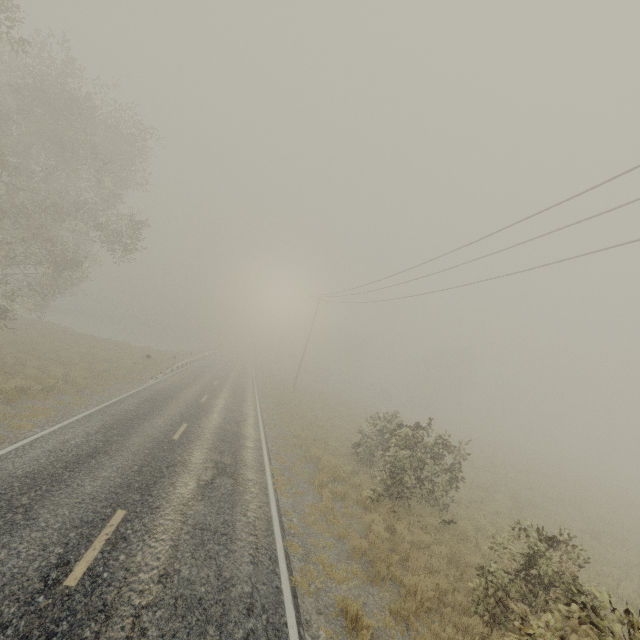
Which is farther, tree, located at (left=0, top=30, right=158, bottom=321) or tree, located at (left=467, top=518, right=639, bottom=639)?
tree, located at (left=0, top=30, right=158, bottom=321)

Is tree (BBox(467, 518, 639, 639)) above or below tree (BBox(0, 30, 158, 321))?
below

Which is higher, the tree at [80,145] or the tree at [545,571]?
the tree at [80,145]

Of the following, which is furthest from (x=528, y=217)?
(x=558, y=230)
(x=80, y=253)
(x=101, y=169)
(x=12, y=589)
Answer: (x=80, y=253)

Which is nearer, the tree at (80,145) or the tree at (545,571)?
the tree at (545,571)
